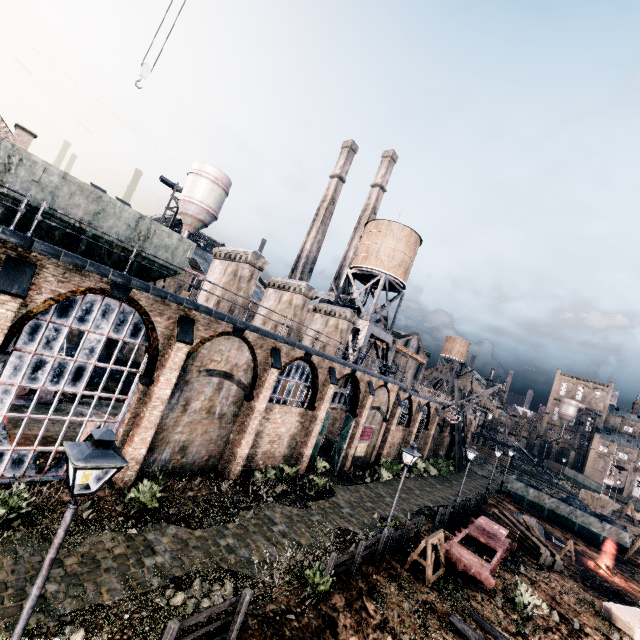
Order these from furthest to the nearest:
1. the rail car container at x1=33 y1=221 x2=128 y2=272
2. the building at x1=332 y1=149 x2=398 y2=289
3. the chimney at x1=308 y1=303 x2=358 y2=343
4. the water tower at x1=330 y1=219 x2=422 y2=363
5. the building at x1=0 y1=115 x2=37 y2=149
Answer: the building at x1=332 y1=149 x2=398 y2=289
the water tower at x1=330 y1=219 x2=422 y2=363
the chimney at x1=308 y1=303 x2=358 y2=343
the building at x1=0 y1=115 x2=37 y2=149
the rail car container at x1=33 y1=221 x2=128 y2=272

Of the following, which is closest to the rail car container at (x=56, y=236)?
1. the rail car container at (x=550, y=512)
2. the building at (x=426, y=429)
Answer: the building at (x=426, y=429)

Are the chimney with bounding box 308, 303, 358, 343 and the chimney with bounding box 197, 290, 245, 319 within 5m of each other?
no

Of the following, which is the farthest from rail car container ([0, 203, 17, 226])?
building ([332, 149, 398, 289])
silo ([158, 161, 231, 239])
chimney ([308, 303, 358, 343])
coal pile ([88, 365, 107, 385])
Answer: building ([332, 149, 398, 289])

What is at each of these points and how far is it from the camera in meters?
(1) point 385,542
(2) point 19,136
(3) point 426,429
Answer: (1) wooden railing, 15.4 m
(2) building, 30.0 m
(3) building, 42.2 m

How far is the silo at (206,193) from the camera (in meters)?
37.97

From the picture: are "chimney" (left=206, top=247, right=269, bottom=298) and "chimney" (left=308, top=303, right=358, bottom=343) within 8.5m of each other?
no

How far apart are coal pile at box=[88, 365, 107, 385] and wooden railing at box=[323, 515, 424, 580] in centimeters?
2151cm
